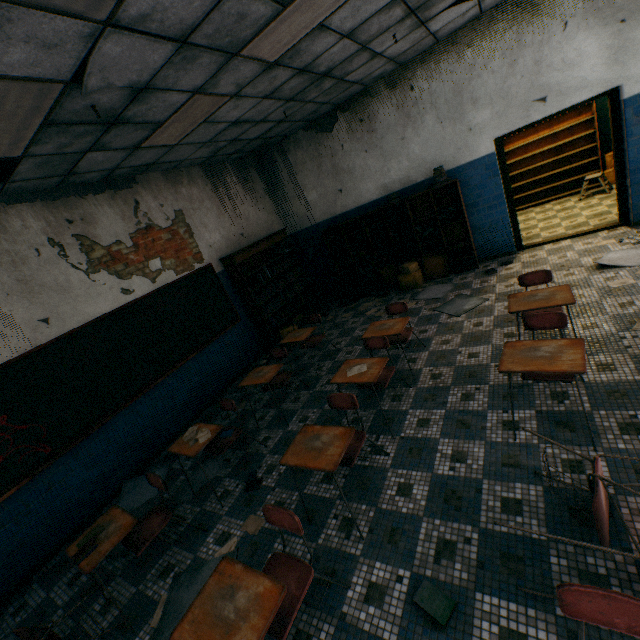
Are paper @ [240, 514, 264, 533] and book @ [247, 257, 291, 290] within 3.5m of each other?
no

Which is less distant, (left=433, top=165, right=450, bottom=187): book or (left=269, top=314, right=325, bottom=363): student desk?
(left=269, top=314, right=325, bottom=363): student desk

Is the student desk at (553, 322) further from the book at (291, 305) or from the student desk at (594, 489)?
the book at (291, 305)

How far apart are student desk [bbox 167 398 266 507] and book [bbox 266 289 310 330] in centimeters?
300cm

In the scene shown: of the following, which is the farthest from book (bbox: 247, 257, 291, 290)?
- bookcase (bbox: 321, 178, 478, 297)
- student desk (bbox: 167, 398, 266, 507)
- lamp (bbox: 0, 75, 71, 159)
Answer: A: lamp (bbox: 0, 75, 71, 159)

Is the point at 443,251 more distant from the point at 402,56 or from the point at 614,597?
the point at 614,597

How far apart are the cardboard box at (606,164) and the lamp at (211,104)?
8.8 meters

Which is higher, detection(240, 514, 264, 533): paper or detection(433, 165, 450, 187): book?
detection(433, 165, 450, 187): book
